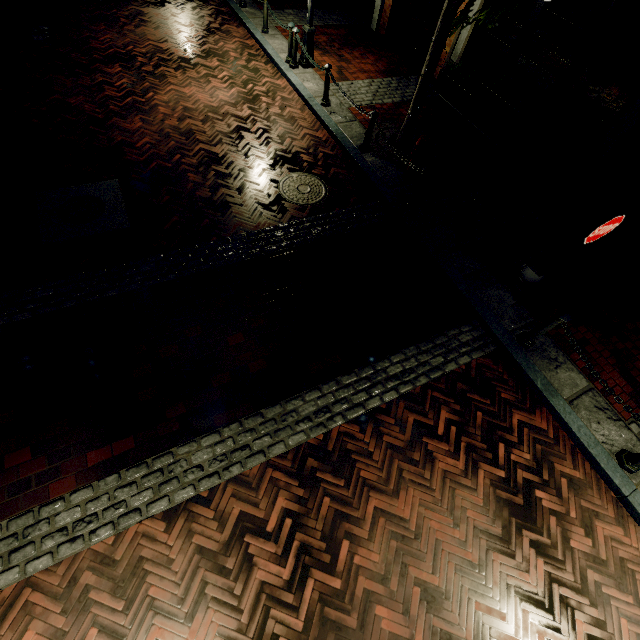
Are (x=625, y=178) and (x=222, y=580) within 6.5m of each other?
no

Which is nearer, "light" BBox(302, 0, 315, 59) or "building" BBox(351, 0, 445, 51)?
"light" BBox(302, 0, 315, 59)

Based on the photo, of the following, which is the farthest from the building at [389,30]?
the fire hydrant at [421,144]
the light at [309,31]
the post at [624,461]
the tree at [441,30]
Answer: the post at [624,461]

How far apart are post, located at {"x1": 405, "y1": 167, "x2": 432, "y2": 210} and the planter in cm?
364

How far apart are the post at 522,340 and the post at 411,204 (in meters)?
3.08

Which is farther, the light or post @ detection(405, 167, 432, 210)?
the light

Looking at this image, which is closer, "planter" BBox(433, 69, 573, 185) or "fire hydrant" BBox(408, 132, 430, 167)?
"fire hydrant" BBox(408, 132, 430, 167)

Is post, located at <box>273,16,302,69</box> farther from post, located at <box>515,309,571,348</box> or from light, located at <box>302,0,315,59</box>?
post, located at <box>515,309,571,348</box>
